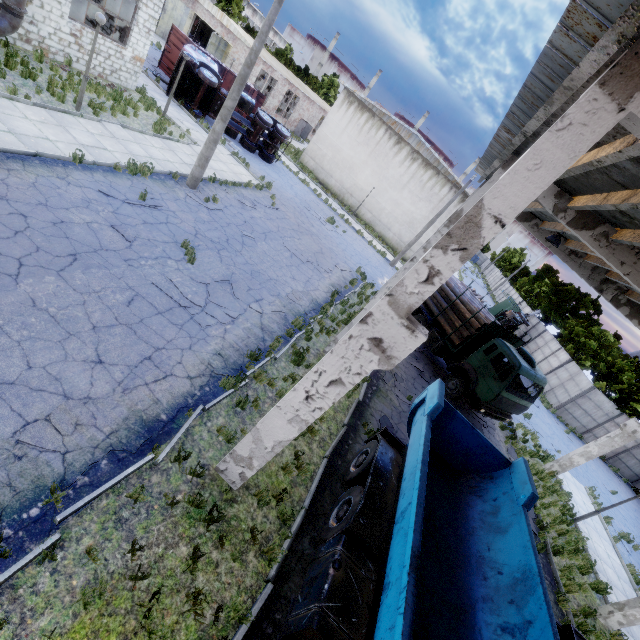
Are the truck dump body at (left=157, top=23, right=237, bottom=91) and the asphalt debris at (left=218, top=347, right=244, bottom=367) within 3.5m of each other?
no

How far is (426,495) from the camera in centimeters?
688cm

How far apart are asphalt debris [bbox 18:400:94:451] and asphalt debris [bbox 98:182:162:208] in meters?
7.3

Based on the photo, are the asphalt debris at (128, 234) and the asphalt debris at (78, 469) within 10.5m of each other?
yes

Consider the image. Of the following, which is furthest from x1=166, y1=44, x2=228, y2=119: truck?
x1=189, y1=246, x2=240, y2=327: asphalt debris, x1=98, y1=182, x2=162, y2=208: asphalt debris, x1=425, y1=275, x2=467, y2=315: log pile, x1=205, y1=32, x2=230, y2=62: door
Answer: x1=189, y1=246, x2=240, y2=327: asphalt debris

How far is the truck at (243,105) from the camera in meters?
22.7 m

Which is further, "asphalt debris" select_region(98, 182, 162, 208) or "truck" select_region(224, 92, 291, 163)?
"truck" select_region(224, 92, 291, 163)

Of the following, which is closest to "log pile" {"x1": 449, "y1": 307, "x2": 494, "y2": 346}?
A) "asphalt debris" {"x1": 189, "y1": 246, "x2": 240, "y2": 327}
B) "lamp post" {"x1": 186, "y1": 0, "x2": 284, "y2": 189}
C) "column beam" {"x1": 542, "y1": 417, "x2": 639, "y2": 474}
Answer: "column beam" {"x1": 542, "y1": 417, "x2": 639, "y2": 474}
